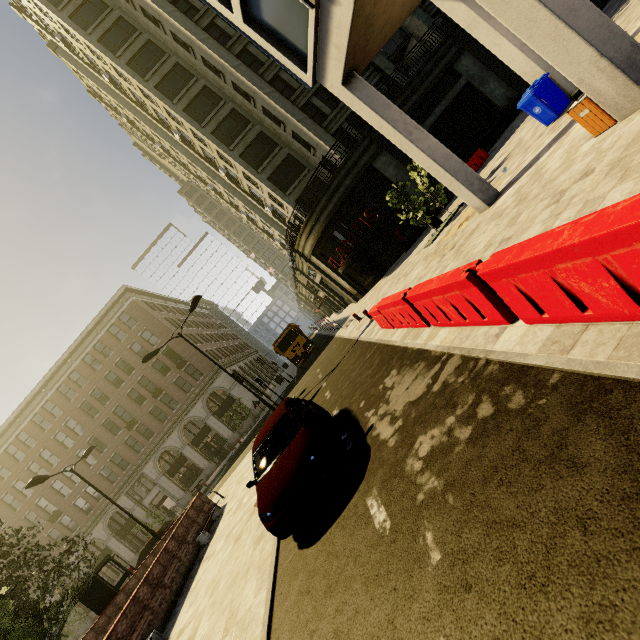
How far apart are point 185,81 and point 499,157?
26.18m

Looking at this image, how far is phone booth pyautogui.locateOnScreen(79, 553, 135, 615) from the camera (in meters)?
14.32

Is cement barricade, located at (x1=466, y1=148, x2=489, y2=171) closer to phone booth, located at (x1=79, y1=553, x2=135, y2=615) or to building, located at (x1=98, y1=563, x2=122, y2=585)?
building, located at (x1=98, y1=563, x2=122, y2=585)

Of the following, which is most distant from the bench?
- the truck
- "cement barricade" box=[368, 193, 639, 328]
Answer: the truck

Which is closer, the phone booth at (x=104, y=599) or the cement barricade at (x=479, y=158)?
the phone booth at (x=104, y=599)

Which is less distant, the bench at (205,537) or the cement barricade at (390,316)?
the cement barricade at (390,316)

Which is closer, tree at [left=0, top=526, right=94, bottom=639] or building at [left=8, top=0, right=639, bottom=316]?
building at [left=8, top=0, right=639, bottom=316]

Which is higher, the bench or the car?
the car
